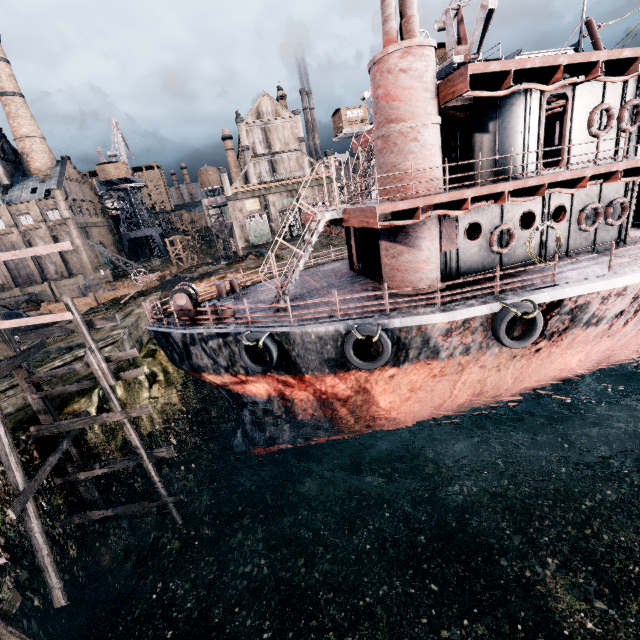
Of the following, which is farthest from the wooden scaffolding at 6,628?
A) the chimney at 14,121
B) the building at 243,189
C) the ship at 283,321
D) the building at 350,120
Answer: the chimney at 14,121

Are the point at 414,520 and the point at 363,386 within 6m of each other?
no

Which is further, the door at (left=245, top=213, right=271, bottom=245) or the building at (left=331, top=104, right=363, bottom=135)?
the door at (left=245, top=213, right=271, bottom=245)

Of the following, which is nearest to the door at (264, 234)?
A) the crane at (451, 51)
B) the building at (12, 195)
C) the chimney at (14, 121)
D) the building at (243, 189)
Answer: the building at (243, 189)

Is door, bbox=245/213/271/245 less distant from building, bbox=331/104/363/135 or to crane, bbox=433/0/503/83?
building, bbox=331/104/363/135

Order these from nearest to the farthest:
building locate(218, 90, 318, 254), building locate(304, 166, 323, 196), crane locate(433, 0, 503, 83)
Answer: crane locate(433, 0, 503, 83)
building locate(218, 90, 318, 254)
building locate(304, 166, 323, 196)

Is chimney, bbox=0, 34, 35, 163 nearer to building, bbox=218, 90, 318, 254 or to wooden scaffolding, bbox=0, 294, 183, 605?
building, bbox=218, 90, 318, 254

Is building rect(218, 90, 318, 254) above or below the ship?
above
